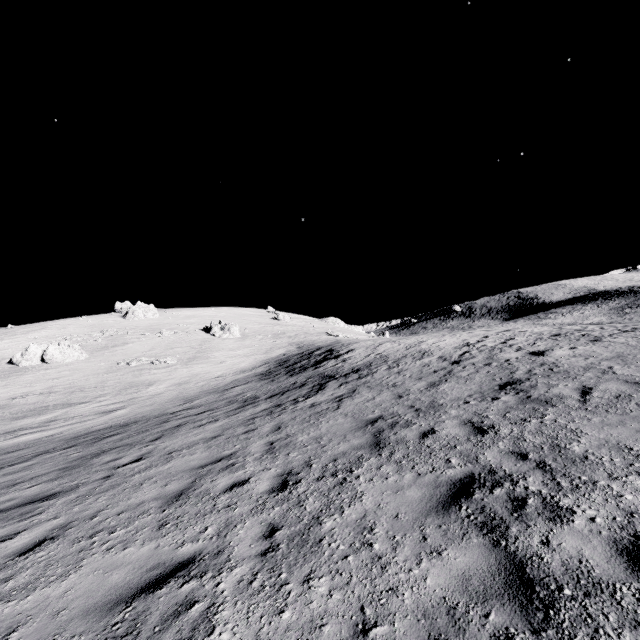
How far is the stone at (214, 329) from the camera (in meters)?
57.48

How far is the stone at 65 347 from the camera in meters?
38.7

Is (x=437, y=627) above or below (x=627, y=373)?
below

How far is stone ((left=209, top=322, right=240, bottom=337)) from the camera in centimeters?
5748cm

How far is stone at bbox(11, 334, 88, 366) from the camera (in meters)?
38.66

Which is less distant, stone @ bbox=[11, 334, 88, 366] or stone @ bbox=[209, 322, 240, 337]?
stone @ bbox=[11, 334, 88, 366]
